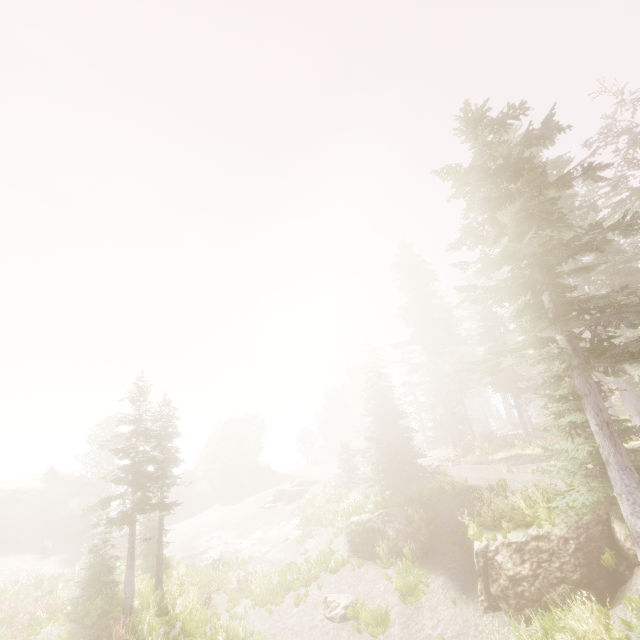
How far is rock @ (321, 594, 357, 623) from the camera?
13.8m

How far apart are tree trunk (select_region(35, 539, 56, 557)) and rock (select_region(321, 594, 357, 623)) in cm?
2828

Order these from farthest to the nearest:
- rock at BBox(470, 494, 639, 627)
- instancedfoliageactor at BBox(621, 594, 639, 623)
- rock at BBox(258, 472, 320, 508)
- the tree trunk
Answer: rock at BBox(258, 472, 320, 508) < the tree trunk < rock at BBox(470, 494, 639, 627) < instancedfoliageactor at BBox(621, 594, 639, 623)

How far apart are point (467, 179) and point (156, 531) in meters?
30.9 m

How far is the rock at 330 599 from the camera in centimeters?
1380cm

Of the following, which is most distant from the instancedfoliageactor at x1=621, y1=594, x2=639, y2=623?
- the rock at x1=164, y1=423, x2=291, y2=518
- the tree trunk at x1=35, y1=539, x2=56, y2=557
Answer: the tree trunk at x1=35, y1=539, x2=56, y2=557

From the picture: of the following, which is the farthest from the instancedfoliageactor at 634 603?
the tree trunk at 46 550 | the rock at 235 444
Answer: the tree trunk at 46 550

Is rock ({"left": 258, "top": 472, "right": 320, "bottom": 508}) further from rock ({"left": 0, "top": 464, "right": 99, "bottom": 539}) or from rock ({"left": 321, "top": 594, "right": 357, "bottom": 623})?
rock ({"left": 321, "top": 594, "right": 357, "bottom": 623})
